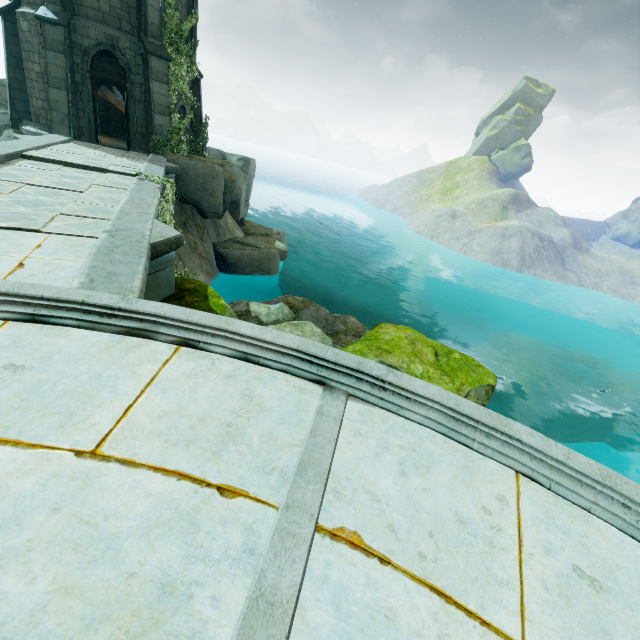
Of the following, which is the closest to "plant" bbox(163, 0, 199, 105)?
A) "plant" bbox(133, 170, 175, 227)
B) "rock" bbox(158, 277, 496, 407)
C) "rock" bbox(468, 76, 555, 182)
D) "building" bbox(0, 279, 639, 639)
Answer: "plant" bbox(133, 170, 175, 227)

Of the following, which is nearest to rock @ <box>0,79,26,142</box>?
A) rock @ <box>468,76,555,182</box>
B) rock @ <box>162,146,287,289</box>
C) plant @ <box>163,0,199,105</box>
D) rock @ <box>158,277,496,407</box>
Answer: rock @ <box>162,146,287,289</box>

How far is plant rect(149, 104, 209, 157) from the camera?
14.4 meters

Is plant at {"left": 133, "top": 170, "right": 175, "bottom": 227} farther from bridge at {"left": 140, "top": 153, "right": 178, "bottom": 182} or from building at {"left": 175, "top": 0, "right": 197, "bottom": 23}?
building at {"left": 175, "top": 0, "right": 197, "bottom": 23}

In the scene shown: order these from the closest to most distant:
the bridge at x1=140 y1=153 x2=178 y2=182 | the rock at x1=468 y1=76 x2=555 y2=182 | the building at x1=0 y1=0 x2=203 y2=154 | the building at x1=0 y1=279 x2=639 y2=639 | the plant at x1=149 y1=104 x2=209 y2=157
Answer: the building at x1=0 y1=279 x2=639 y2=639 → the bridge at x1=140 y1=153 x2=178 y2=182 → the building at x1=0 y1=0 x2=203 y2=154 → the plant at x1=149 y1=104 x2=209 y2=157 → the rock at x1=468 y1=76 x2=555 y2=182

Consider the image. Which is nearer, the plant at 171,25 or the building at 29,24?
the building at 29,24

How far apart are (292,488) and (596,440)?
25.6 meters

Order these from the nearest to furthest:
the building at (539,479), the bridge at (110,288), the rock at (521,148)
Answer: the building at (539,479)
the bridge at (110,288)
the rock at (521,148)
